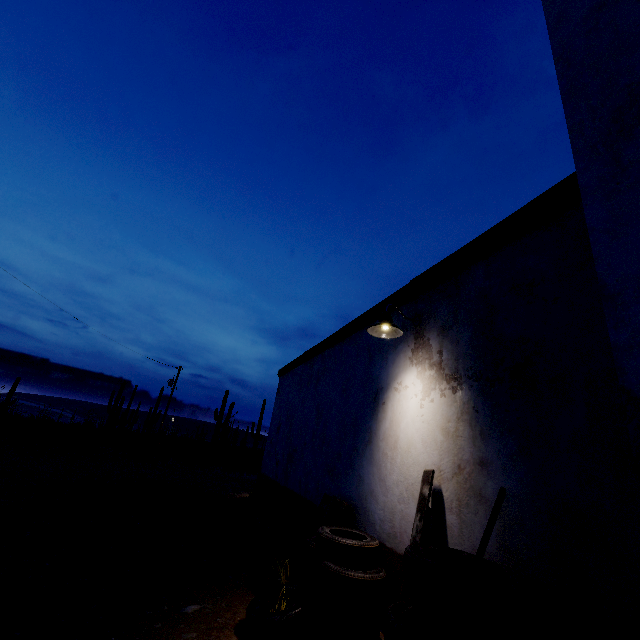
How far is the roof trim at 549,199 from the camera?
2.8 meters

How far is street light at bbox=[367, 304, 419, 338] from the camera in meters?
4.1

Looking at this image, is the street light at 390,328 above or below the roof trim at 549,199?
below

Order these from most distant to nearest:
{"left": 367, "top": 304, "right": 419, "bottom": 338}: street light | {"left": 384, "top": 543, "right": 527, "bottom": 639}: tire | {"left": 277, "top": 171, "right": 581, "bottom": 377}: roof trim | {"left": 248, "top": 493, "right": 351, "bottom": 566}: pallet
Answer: {"left": 248, "top": 493, "right": 351, "bottom": 566}: pallet, {"left": 367, "top": 304, "right": 419, "bottom": 338}: street light, {"left": 277, "top": 171, "right": 581, "bottom": 377}: roof trim, {"left": 384, "top": 543, "right": 527, "bottom": 639}: tire

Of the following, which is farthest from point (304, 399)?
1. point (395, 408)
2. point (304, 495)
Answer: point (395, 408)

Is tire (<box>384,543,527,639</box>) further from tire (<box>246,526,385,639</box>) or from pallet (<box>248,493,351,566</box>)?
pallet (<box>248,493,351,566</box>)

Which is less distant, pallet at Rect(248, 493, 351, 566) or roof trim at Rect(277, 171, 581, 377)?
roof trim at Rect(277, 171, 581, 377)

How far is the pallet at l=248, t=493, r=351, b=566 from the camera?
4.63m
